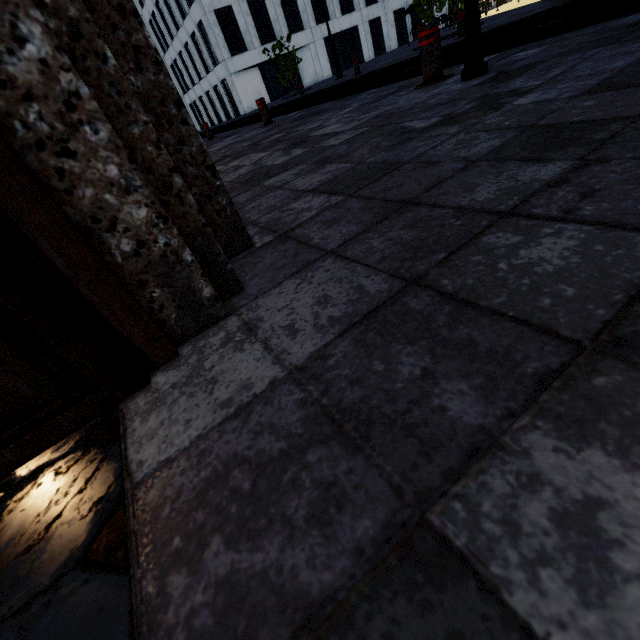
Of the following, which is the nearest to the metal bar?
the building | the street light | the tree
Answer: the street light

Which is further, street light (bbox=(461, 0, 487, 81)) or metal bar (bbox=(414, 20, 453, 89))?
metal bar (bbox=(414, 20, 453, 89))

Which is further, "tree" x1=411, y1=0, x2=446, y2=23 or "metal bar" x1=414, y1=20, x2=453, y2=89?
"tree" x1=411, y1=0, x2=446, y2=23

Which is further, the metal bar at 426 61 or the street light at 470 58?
the metal bar at 426 61

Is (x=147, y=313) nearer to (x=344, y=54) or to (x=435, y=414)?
(x=435, y=414)

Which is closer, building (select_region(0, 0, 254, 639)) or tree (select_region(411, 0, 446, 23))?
building (select_region(0, 0, 254, 639))

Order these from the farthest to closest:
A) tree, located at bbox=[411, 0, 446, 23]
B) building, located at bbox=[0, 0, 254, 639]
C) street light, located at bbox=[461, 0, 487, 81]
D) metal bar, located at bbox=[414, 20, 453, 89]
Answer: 1. tree, located at bbox=[411, 0, 446, 23]
2. metal bar, located at bbox=[414, 20, 453, 89]
3. street light, located at bbox=[461, 0, 487, 81]
4. building, located at bbox=[0, 0, 254, 639]

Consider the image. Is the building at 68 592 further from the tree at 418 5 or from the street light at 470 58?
the street light at 470 58
